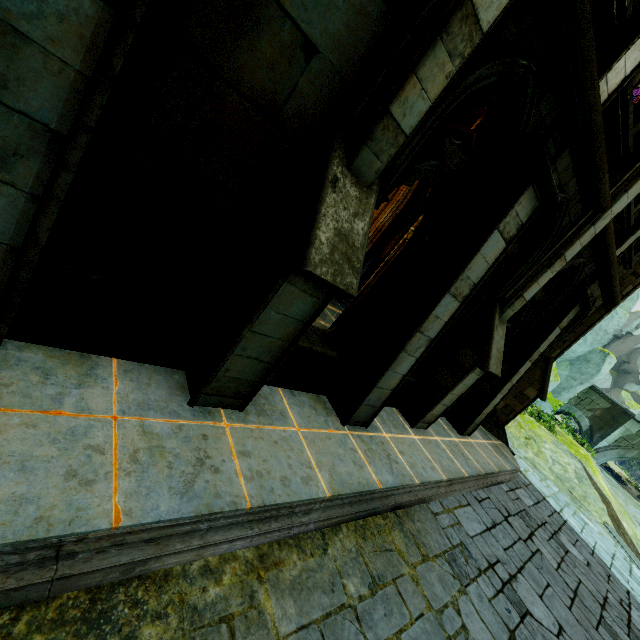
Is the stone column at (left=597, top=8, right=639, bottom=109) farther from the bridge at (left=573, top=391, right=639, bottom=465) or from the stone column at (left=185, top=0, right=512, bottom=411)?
the bridge at (left=573, top=391, right=639, bottom=465)

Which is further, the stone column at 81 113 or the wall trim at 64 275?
the wall trim at 64 275

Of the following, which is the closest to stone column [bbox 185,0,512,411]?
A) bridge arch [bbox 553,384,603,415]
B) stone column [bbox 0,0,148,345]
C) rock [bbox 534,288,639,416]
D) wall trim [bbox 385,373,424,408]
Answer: stone column [bbox 0,0,148,345]

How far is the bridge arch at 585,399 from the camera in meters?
27.4

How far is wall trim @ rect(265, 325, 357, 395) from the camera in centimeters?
464cm

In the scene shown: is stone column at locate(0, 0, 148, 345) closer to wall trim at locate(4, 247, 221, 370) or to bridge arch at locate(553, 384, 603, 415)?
wall trim at locate(4, 247, 221, 370)

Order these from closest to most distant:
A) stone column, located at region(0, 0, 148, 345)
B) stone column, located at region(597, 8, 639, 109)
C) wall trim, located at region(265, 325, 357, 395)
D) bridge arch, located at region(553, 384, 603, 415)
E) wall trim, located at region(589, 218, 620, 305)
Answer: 1. stone column, located at region(0, 0, 148, 345)
2. stone column, located at region(597, 8, 639, 109)
3. wall trim, located at region(265, 325, 357, 395)
4. wall trim, located at region(589, 218, 620, 305)
5. bridge arch, located at region(553, 384, 603, 415)

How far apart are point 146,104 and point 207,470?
3.1 meters
